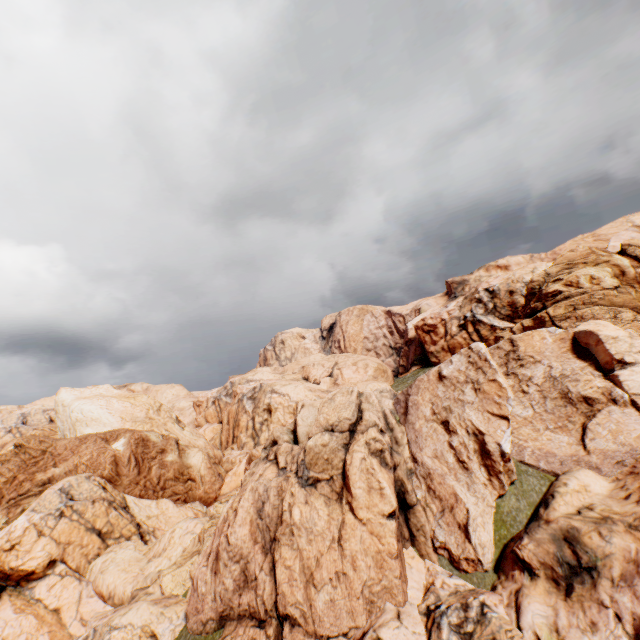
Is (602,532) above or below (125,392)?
below
